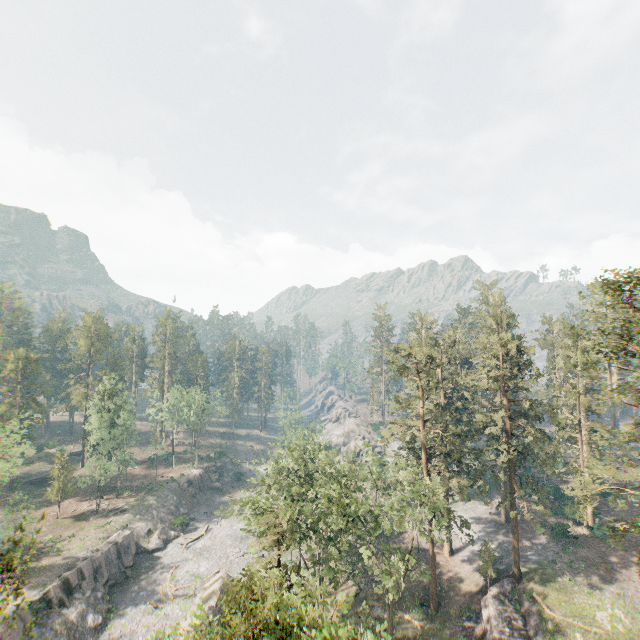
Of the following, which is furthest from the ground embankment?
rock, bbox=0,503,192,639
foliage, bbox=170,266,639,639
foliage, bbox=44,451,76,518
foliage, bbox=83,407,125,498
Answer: foliage, bbox=44,451,76,518

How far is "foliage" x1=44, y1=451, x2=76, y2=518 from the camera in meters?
52.0 m

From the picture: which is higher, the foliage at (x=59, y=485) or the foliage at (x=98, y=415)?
the foliage at (x=98, y=415)

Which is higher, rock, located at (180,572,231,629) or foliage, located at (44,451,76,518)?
foliage, located at (44,451,76,518)

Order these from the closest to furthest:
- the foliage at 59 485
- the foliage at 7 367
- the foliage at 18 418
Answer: the foliage at 18 418, the foliage at 59 485, the foliage at 7 367

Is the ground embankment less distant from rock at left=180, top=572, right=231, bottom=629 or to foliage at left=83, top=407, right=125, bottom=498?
rock at left=180, top=572, right=231, bottom=629

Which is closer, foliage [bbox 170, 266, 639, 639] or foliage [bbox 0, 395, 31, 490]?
foliage [bbox 170, 266, 639, 639]

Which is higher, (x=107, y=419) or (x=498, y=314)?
(x=498, y=314)
